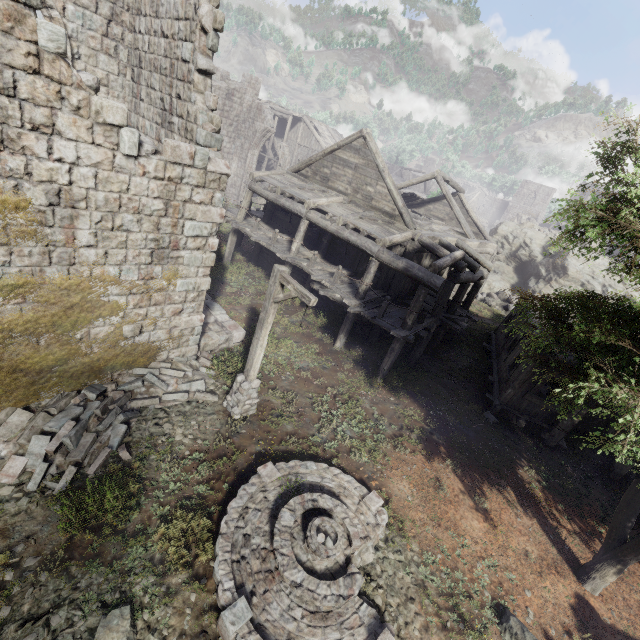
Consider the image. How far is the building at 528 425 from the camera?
12.49m

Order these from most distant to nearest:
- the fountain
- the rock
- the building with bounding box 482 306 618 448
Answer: the rock < the building with bounding box 482 306 618 448 < the fountain

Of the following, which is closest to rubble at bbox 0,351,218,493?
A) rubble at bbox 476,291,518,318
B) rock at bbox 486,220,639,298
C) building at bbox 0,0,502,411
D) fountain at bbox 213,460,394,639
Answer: building at bbox 0,0,502,411

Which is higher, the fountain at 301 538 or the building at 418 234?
the building at 418 234

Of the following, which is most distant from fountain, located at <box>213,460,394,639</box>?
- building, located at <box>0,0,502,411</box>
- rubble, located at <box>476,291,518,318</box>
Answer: rubble, located at <box>476,291,518,318</box>

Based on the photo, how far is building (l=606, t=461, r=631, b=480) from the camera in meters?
11.8 m

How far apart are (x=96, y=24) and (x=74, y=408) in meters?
10.6
